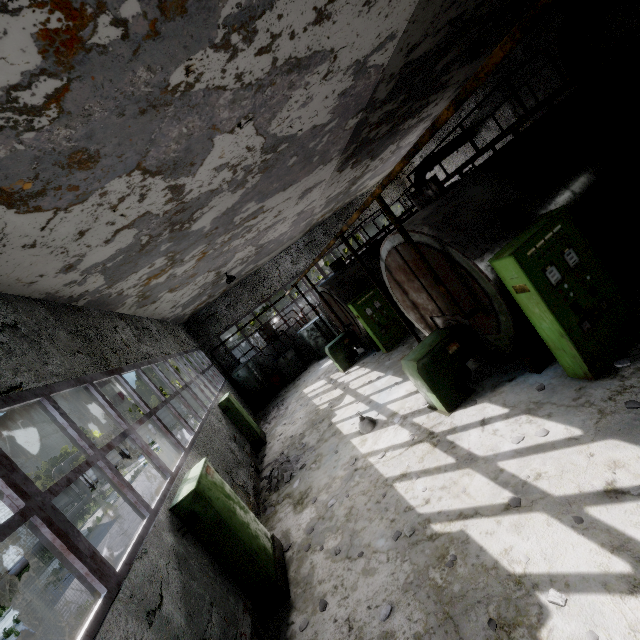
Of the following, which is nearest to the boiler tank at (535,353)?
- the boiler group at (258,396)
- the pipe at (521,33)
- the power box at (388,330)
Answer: the power box at (388,330)

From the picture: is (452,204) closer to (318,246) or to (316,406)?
(316,406)

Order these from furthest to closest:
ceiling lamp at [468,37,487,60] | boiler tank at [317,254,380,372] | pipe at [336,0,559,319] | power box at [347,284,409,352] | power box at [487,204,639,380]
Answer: boiler tank at [317,254,380,372] < power box at [347,284,409,352] < ceiling lamp at [468,37,487,60] < power box at [487,204,639,380] < pipe at [336,0,559,319]

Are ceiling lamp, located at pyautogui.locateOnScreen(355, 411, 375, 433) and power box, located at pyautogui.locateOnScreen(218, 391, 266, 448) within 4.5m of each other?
no

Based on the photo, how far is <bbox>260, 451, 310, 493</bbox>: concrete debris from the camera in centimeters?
898cm

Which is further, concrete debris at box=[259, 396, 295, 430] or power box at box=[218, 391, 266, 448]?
concrete debris at box=[259, 396, 295, 430]

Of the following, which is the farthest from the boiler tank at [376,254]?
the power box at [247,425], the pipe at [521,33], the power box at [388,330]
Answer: the pipe at [521,33]

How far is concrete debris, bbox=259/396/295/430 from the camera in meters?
15.0 m
